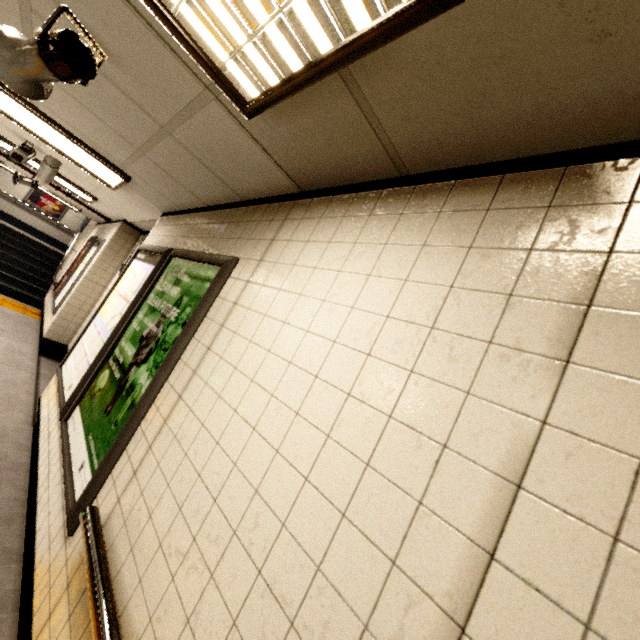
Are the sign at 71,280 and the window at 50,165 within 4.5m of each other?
yes

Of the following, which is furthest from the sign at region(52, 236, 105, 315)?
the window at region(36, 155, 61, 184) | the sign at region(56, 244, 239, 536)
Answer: the sign at region(56, 244, 239, 536)

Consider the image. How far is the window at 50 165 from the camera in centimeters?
425cm

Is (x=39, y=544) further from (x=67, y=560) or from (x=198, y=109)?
(x=198, y=109)

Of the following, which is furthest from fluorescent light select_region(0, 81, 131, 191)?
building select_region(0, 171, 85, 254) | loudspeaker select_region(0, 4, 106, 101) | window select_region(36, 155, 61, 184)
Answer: building select_region(0, 171, 85, 254)

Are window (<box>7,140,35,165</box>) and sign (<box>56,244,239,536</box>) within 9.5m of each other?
yes

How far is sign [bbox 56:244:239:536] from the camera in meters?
1.9 m

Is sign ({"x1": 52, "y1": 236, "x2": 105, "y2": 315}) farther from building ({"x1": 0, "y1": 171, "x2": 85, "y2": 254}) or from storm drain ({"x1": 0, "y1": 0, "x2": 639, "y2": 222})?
building ({"x1": 0, "y1": 171, "x2": 85, "y2": 254})
